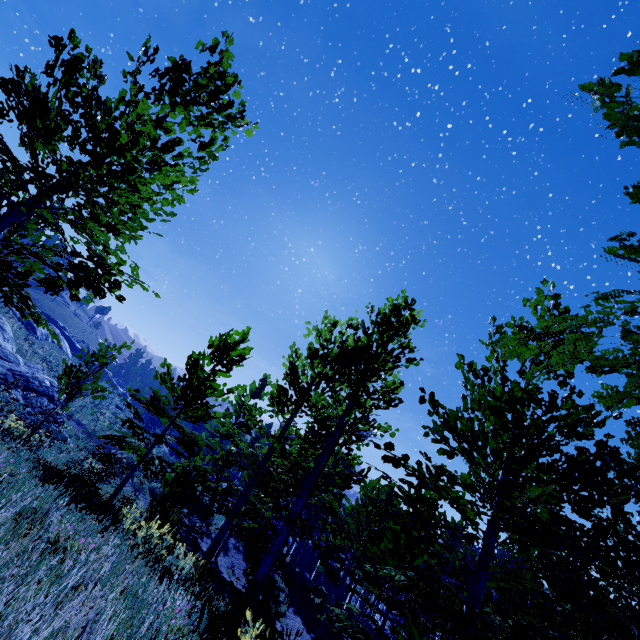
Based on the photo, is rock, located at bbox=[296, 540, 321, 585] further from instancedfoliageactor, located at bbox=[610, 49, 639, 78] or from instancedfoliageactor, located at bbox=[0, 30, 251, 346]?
instancedfoliageactor, located at bbox=[0, 30, 251, 346]

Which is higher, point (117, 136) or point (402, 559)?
point (117, 136)

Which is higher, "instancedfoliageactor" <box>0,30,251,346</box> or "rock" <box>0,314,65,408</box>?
"instancedfoliageactor" <box>0,30,251,346</box>

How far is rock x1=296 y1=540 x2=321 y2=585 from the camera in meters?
30.0 m

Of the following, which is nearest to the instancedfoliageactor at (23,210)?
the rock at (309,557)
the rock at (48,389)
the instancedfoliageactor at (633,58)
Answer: the instancedfoliageactor at (633,58)

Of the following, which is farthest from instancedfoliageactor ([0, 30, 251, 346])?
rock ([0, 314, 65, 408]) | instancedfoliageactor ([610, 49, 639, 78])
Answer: rock ([0, 314, 65, 408])

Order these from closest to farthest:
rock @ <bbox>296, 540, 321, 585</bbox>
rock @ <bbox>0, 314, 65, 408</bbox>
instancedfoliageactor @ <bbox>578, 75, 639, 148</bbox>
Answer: instancedfoliageactor @ <bbox>578, 75, 639, 148</bbox> < rock @ <bbox>0, 314, 65, 408</bbox> < rock @ <bbox>296, 540, 321, 585</bbox>

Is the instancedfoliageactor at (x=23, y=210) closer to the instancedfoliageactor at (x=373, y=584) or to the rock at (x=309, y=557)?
the instancedfoliageactor at (x=373, y=584)
